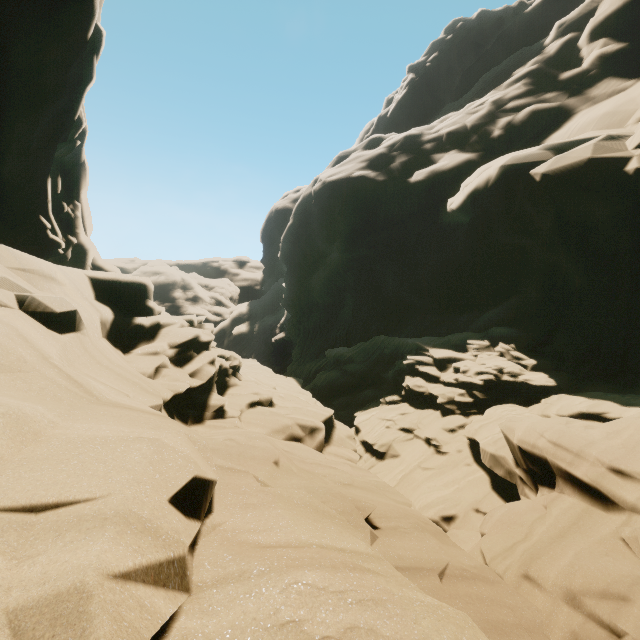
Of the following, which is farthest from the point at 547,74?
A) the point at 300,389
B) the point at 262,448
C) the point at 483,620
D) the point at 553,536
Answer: the point at 483,620
